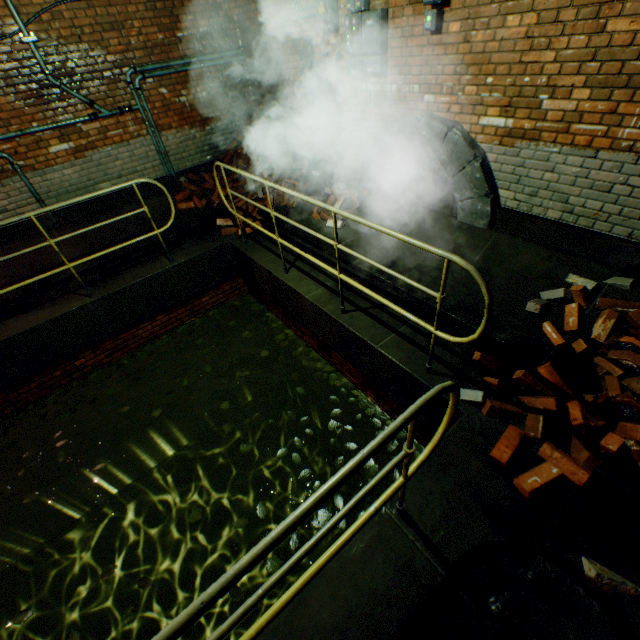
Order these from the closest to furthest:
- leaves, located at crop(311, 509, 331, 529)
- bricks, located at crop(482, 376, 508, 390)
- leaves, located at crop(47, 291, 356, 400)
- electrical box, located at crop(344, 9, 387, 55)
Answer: bricks, located at crop(482, 376, 508, 390) → leaves, located at crop(311, 509, 331, 529) → electrical box, located at crop(344, 9, 387, 55) → leaves, located at crop(47, 291, 356, 400)

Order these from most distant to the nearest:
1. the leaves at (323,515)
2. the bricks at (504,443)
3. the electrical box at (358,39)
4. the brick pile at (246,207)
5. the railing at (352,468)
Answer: the brick pile at (246,207) < the electrical box at (358,39) < the leaves at (323,515) < the bricks at (504,443) < the railing at (352,468)

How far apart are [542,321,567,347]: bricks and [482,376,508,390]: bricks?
0.3 meters

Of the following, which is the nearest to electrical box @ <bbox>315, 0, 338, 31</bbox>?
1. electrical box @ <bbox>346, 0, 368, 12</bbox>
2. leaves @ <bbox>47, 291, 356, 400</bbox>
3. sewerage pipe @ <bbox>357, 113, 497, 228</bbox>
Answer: electrical box @ <bbox>346, 0, 368, 12</bbox>

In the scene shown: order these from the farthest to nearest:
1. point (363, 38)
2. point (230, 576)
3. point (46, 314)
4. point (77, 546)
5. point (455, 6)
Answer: point (77, 546) → point (46, 314) → point (363, 38) → point (455, 6) → point (230, 576)

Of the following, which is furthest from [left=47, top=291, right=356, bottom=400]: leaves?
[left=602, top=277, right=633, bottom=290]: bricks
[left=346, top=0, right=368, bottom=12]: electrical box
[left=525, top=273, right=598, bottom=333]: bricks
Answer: [left=346, top=0, right=368, bottom=12]: electrical box

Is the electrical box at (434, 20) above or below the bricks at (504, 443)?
above
